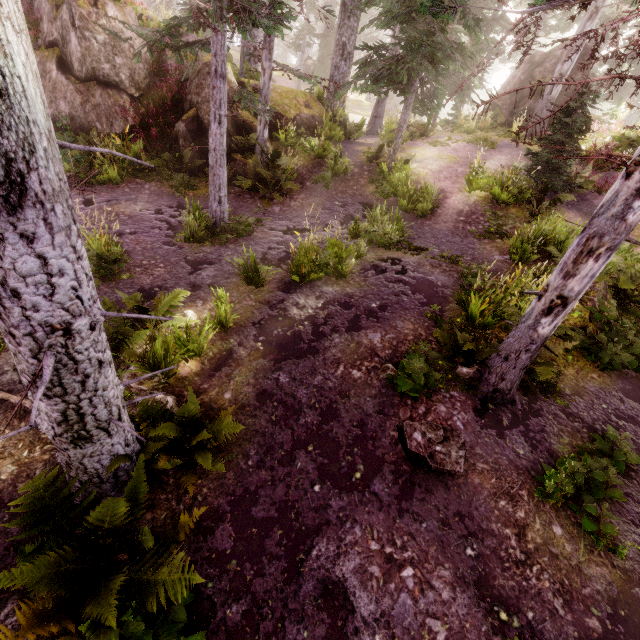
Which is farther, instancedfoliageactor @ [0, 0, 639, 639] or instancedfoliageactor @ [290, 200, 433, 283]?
instancedfoliageactor @ [290, 200, 433, 283]

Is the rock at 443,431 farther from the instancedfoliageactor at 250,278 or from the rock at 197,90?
the rock at 197,90

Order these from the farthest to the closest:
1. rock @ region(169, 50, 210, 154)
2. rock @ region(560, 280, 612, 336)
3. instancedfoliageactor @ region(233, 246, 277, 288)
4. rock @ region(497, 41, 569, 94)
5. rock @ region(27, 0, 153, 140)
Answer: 1. rock @ region(497, 41, 569, 94)
2. rock @ region(169, 50, 210, 154)
3. rock @ region(27, 0, 153, 140)
4. instancedfoliageactor @ region(233, 246, 277, 288)
5. rock @ region(560, 280, 612, 336)

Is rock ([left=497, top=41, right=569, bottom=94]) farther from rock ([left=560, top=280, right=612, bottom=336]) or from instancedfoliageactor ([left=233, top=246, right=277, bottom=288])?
rock ([left=560, top=280, right=612, bottom=336])

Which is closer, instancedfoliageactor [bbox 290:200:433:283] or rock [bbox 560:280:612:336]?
rock [bbox 560:280:612:336]

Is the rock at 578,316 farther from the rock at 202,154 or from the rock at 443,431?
the rock at 202,154

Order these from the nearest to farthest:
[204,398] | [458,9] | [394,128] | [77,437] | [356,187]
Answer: [77,437], [204,398], [356,187], [394,128], [458,9]

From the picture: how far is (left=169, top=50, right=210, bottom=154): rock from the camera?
11.6m
